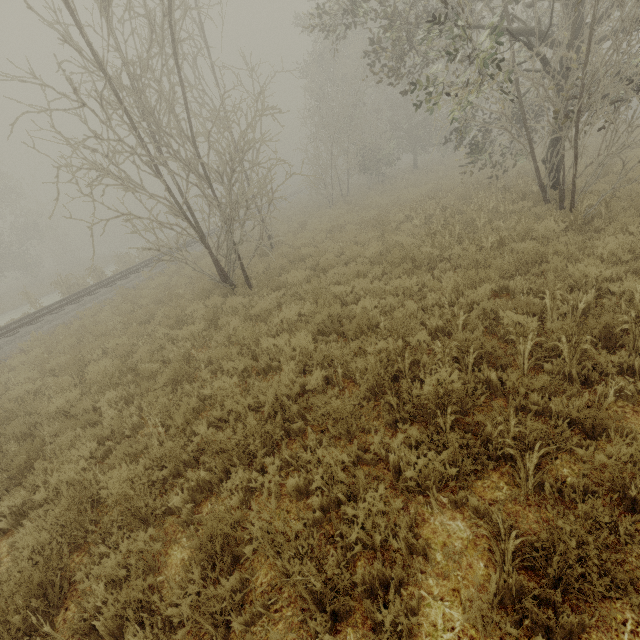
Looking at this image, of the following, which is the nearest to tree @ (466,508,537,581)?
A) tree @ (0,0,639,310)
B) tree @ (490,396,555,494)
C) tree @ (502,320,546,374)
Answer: tree @ (490,396,555,494)

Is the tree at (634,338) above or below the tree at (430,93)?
below

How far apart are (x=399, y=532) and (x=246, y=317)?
6.7m

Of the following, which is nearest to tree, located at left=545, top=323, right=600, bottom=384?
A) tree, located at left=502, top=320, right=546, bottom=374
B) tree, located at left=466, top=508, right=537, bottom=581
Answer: tree, located at left=466, top=508, right=537, bottom=581

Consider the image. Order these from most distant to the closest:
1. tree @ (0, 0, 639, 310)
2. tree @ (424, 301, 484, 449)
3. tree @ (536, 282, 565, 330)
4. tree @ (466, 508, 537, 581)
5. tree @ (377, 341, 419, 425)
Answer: tree @ (0, 0, 639, 310)
tree @ (536, 282, 565, 330)
tree @ (377, 341, 419, 425)
tree @ (424, 301, 484, 449)
tree @ (466, 508, 537, 581)

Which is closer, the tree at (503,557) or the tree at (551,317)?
the tree at (503,557)

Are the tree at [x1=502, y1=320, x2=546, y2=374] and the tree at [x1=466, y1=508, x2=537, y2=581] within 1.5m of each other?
no
